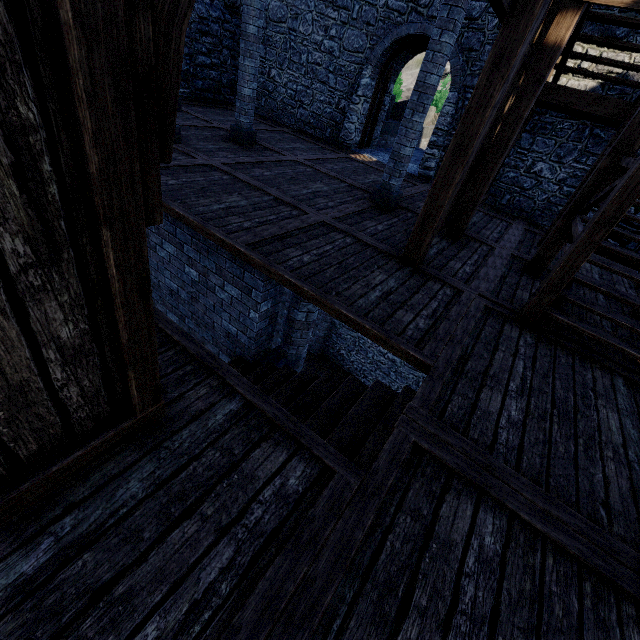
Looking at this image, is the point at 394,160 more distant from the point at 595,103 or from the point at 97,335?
the point at 97,335

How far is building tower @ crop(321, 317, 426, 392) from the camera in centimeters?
1507cm

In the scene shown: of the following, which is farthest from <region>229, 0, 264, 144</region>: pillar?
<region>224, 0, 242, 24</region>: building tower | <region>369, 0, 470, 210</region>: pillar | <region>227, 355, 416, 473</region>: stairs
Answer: <region>227, 355, 416, 473</region>: stairs

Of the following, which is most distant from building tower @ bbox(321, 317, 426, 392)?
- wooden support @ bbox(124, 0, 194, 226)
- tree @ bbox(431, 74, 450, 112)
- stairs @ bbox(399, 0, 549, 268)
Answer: tree @ bbox(431, 74, 450, 112)

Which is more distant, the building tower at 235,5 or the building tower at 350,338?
the building tower at 350,338

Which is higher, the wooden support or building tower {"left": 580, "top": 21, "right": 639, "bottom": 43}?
building tower {"left": 580, "top": 21, "right": 639, "bottom": 43}

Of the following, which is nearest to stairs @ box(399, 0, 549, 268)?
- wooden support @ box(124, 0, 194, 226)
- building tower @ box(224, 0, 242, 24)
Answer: building tower @ box(224, 0, 242, 24)

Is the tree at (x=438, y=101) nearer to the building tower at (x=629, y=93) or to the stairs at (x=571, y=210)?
the building tower at (x=629, y=93)
